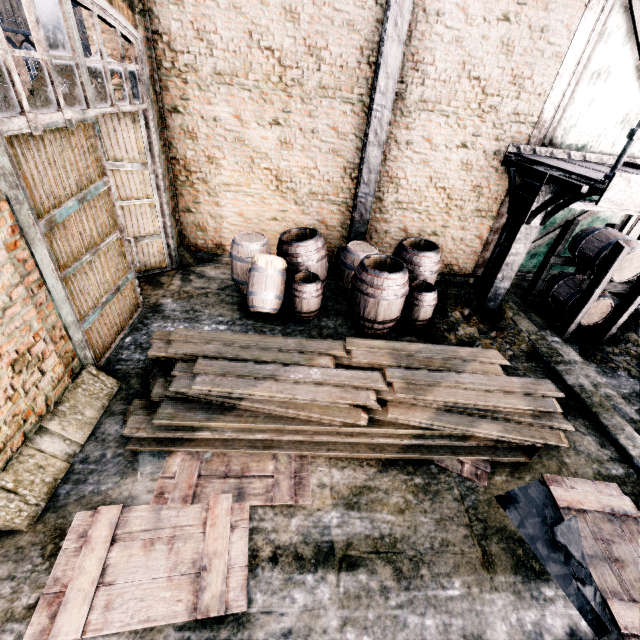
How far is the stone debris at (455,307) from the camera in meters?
7.2

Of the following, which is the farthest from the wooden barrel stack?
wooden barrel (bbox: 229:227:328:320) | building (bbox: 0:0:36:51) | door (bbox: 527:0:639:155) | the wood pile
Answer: building (bbox: 0:0:36:51)

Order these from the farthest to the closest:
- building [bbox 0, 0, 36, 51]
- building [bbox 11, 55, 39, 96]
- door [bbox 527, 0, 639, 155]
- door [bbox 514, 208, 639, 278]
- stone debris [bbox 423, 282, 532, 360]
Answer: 1. building [bbox 11, 55, 39, 96]
2. building [bbox 0, 0, 36, 51]
3. door [bbox 514, 208, 639, 278]
4. stone debris [bbox 423, 282, 532, 360]
5. door [bbox 527, 0, 639, 155]

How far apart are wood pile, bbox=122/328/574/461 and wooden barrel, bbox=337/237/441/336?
1.49m

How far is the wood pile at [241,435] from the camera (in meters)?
4.62

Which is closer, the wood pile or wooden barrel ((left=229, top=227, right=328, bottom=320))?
the wood pile

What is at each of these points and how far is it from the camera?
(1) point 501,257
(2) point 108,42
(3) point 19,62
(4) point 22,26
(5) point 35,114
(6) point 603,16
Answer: (1) stairs, 7.35m
(2) building, 6.27m
(3) building, 34.66m
(4) building, 35.31m
(5) door, 3.79m
(6) door, 6.50m

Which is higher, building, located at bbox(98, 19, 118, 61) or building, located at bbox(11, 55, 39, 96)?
building, located at bbox(98, 19, 118, 61)
